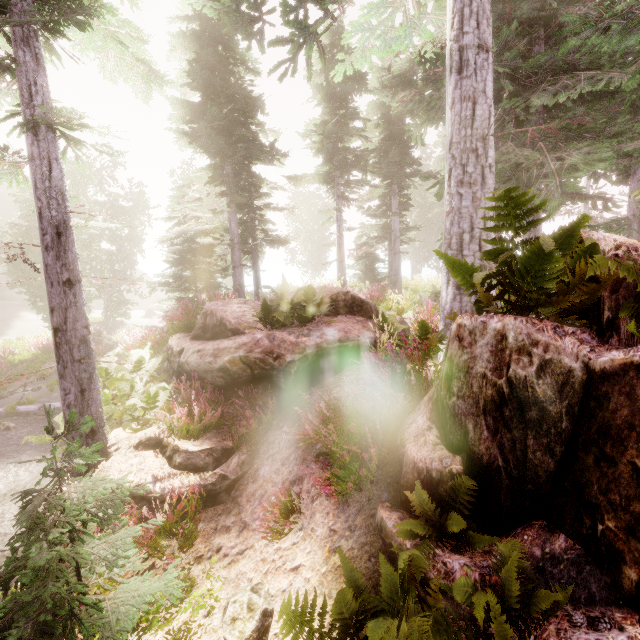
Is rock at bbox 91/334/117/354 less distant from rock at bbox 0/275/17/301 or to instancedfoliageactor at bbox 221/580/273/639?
instancedfoliageactor at bbox 221/580/273/639

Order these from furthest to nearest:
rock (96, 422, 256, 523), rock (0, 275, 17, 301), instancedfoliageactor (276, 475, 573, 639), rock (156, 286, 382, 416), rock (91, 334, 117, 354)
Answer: rock (0, 275, 17, 301) → rock (91, 334, 117, 354) → rock (156, 286, 382, 416) → rock (96, 422, 256, 523) → instancedfoliageactor (276, 475, 573, 639)

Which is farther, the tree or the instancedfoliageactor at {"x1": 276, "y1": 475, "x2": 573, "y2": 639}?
the tree

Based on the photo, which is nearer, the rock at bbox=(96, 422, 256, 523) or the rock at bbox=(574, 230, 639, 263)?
the rock at bbox=(574, 230, 639, 263)

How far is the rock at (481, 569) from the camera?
2.6 meters

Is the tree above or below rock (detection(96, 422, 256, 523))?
below

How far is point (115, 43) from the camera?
6.4m

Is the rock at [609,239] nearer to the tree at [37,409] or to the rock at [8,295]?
the tree at [37,409]
